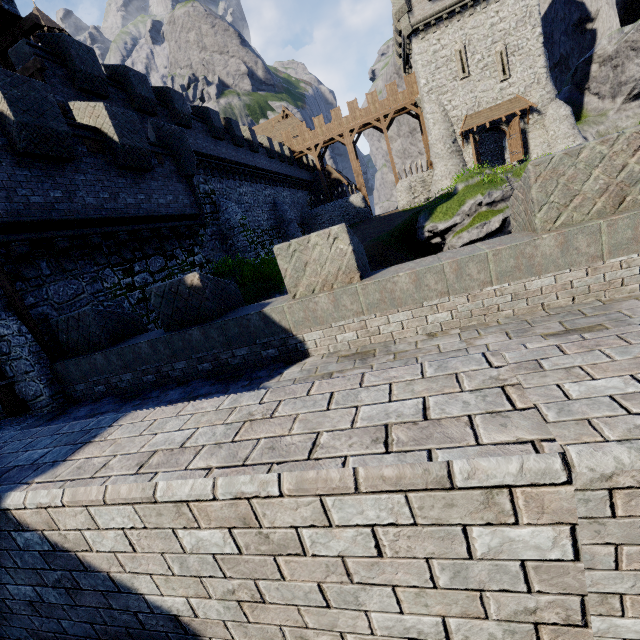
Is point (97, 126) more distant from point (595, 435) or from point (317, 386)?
point (595, 435)

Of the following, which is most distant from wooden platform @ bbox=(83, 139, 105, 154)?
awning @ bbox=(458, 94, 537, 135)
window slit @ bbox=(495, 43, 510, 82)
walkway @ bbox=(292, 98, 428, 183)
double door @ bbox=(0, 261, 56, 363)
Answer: window slit @ bbox=(495, 43, 510, 82)

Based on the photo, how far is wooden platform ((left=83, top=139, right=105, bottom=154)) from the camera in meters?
9.5

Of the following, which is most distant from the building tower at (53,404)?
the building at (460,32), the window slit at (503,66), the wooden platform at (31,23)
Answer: the window slit at (503,66)

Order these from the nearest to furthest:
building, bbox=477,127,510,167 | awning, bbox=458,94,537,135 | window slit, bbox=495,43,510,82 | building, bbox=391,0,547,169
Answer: building, bbox=391,0,547,169, window slit, bbox=495,43,510,82, awning, bbox=458,94,537,135, building, bbox=477,127,510,167

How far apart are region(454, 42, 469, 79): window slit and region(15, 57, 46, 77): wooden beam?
30.89m

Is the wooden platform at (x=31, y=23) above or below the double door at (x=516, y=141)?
above

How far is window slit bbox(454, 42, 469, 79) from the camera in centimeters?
2800cm
